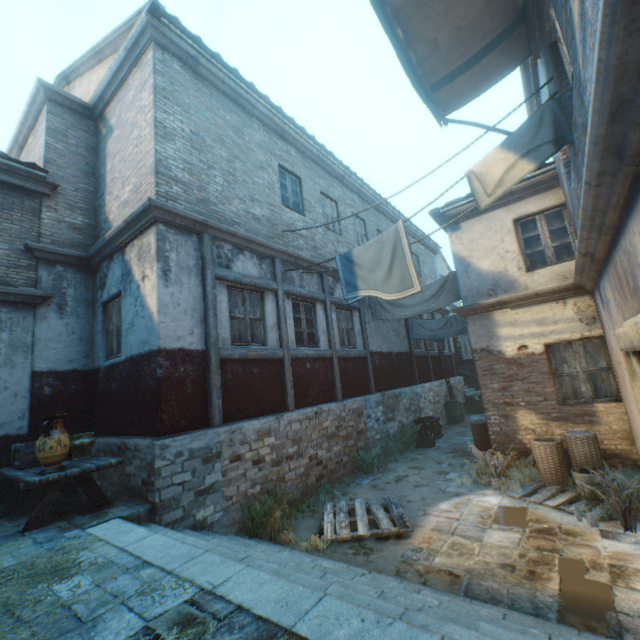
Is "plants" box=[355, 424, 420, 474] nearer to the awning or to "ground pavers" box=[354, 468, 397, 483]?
"ground pavers" box=[354, 468, 397, 483]

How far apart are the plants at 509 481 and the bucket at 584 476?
0.9m

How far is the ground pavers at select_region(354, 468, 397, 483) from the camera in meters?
7.9

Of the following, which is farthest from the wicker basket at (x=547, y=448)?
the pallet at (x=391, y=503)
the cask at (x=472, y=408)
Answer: the cask at (x=472, y=408)

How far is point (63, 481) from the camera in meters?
4.7

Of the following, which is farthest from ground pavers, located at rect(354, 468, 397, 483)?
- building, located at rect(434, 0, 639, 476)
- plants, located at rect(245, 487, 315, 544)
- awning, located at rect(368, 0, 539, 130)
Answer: awning, located at rect(368, 0, 539, 130)

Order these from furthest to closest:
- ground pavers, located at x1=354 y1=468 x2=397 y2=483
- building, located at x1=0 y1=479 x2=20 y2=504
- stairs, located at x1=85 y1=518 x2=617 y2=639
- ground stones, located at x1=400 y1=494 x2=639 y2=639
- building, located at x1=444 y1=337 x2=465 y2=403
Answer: building, located at x1=444 y1=337 x2=465 y2=403 → ground pavers, located at x1=354 y1=468 x2=397 y2=483 → building, located at x1=0 y1=479 x2=20 y2=504 → ground stones, located at x1=400 y1=494 x2=639 y2=639 → stairs, located at x1=85 y1=518 x2=617 y2=639

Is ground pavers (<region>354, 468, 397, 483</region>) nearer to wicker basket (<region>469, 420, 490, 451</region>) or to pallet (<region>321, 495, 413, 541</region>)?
wicker basket (<region>469, 420, 490, 451</region>)
